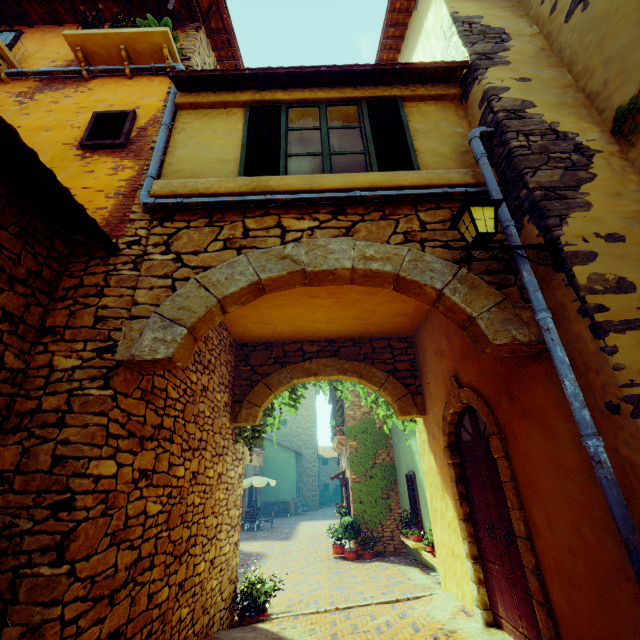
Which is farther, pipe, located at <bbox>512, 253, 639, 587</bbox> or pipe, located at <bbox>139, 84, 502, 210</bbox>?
pipe, located at <bbox>139, 84, 502, 210</bbox>

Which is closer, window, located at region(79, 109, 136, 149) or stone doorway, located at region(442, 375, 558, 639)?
stone doorway, located at region(442, 375, 558, 639)

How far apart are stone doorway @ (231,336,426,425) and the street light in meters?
4.3

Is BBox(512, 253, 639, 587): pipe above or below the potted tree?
above

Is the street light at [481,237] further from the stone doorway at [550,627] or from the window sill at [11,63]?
the window sill at [11,63]

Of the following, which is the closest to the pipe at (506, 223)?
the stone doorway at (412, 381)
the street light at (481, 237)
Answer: the street light at (481, 237)

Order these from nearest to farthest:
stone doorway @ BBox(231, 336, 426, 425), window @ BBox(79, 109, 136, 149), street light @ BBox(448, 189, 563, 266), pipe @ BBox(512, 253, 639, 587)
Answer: pipe @ BBox(512, 253, 639, 587), street light @ BBox(448, 189, 563, 266), window @ BBox(79, 109, 136, 149), stone doorway @ BBox(231, 336, 426, 425)

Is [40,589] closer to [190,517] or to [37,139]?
[190,517]
